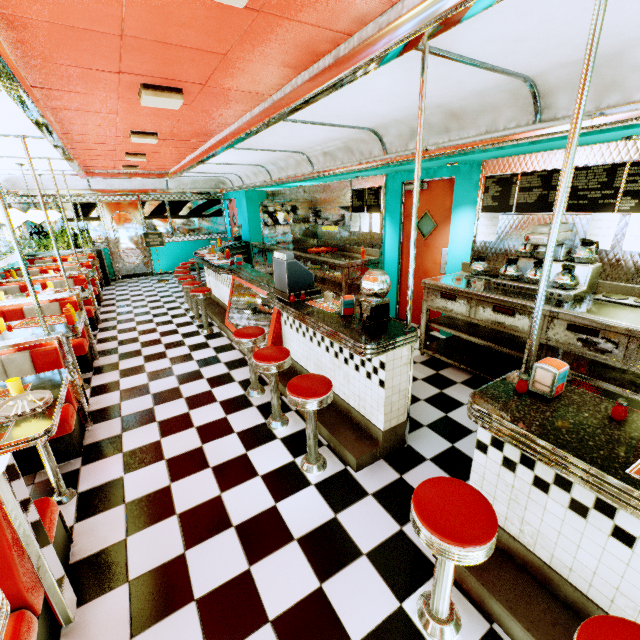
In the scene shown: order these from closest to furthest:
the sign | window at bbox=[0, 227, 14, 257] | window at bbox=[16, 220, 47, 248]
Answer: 1. window at bbox=[0, 227, 14, 257]
2. window at bbox=[16, 220, 47, 248]
3. the sign

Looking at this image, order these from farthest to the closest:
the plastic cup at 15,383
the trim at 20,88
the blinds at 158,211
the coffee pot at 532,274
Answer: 1. the blinds at 158,211
2. the coffee pot at 532,274
3. the plastic cup at 15,383
4. the trim at 20,88

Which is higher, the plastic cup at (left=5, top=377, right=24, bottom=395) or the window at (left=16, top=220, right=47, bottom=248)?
the window at (left=16, top=220, right=47, bottom=248)

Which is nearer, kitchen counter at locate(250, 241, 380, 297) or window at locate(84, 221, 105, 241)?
kitchen counter at locate(250, 241, 380, 297)

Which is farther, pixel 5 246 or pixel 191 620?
pixel 5 246

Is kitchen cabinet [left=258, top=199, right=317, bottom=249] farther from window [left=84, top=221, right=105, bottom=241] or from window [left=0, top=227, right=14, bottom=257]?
window [left=0, top=227, right=14, bottom=257]

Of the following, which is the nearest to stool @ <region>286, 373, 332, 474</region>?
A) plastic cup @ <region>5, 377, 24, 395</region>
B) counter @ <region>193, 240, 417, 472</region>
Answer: counter @ <region>193, 240, 417, 472</region>

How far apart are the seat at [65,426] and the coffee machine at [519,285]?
4.6 meters
